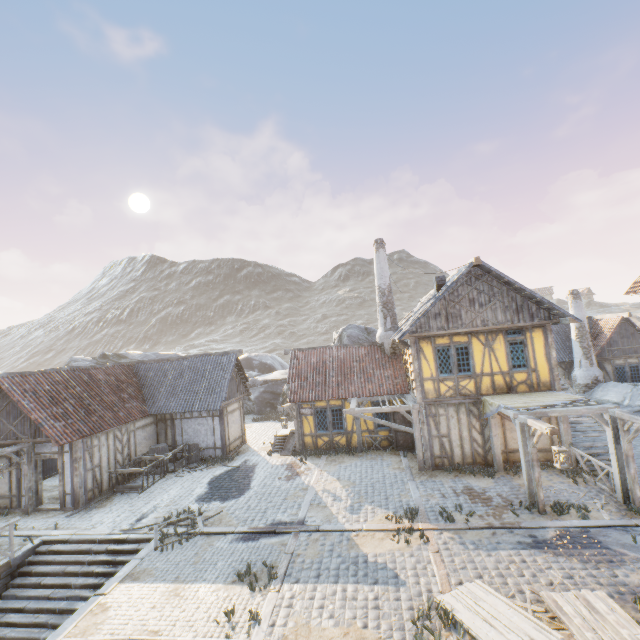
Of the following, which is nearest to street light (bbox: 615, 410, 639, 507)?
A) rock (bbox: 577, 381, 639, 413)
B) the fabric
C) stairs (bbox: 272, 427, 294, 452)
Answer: the fabric

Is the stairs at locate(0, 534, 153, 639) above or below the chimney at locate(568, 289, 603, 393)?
below

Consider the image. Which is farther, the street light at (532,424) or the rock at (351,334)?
the rock at (351,334)

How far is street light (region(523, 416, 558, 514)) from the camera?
9.15m

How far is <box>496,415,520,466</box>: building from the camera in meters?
13.6 m

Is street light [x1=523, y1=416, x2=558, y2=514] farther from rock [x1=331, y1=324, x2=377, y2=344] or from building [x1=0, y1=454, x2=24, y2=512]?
rock [x1=331, y1=324, x2=377, y2=344]

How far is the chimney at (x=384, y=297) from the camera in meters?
19.0 m

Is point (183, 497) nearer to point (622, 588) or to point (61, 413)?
point (61, 413)
